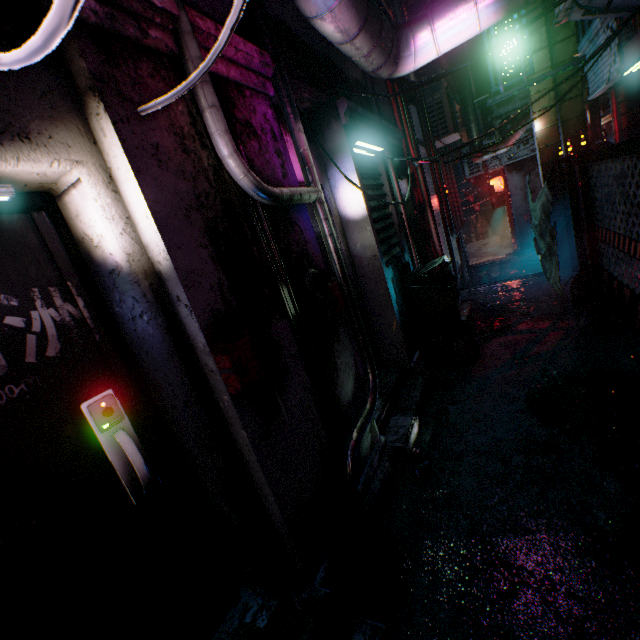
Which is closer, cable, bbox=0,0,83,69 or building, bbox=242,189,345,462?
cable, bbox=0,0,83,69

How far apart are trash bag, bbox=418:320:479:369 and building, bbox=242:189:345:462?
2.0m

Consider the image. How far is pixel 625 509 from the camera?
1.72m

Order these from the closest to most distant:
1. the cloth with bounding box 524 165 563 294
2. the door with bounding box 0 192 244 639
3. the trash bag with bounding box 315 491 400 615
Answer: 1. the door with bounding box 0 192 244 639
2. the trash bag with bounding box 315 491 400 615
3. the cloth with bounding box 524 165 563 294

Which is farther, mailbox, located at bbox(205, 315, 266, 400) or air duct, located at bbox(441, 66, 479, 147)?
air duct, located at bbox(441, 66, 479, 147)

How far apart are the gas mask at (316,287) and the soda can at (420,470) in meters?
1.2

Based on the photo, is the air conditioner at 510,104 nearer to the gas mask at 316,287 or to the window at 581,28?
the window at 581,28

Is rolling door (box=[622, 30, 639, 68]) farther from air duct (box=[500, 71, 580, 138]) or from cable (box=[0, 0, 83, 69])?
air duct (box=[500, 71, 580, 138])
